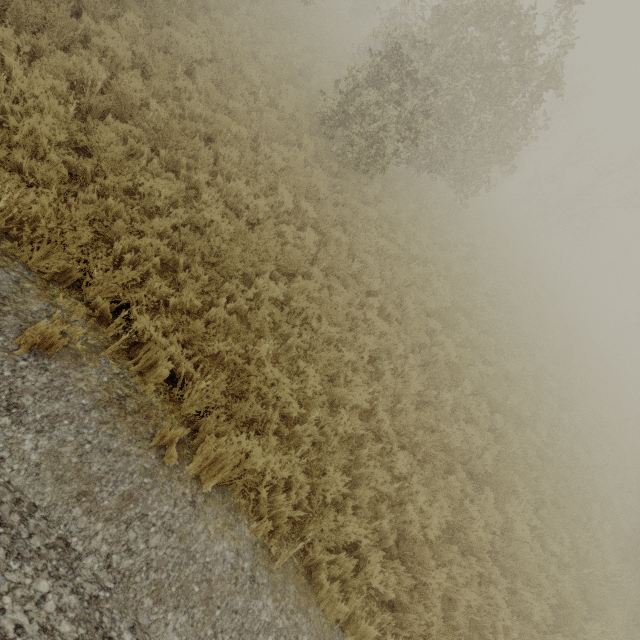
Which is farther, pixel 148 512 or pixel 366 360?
pixel 366 360

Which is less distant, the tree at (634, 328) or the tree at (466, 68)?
the tree at (466, 68)

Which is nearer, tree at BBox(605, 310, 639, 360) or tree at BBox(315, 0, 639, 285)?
tree at BBox(315, 0, 639, 285)
